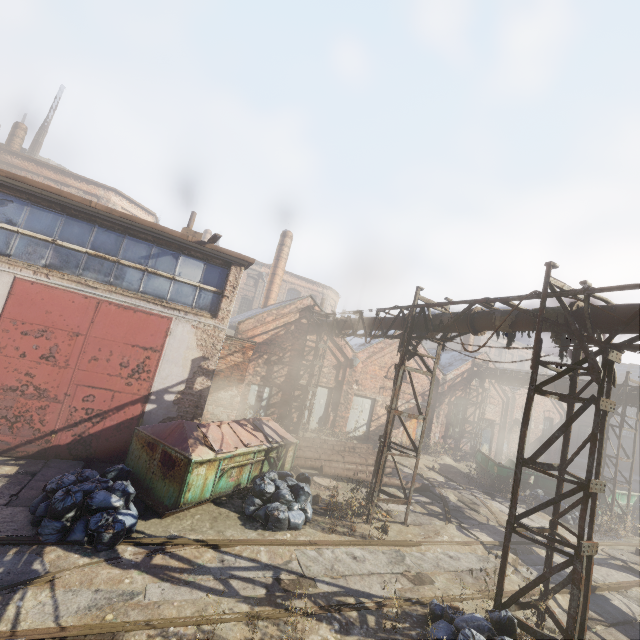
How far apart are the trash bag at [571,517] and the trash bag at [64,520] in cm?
1610

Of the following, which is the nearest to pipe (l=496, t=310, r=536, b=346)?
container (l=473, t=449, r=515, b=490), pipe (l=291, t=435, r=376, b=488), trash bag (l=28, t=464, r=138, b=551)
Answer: container (l=473, t=449, r=515, b=490)

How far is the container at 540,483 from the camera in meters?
15.4

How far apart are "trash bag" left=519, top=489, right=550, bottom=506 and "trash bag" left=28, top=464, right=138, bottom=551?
16.1 meters

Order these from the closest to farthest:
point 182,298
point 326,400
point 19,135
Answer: point 182,298, point 326,400, point 19,135

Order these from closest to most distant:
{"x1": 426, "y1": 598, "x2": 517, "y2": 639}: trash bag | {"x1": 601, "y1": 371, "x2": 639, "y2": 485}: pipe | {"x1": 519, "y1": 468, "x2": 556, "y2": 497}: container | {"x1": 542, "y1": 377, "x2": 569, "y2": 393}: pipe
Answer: {"x1": 426, "y1": 598, "x2": 517, "y2": 639}: trash bag
{"x1": 601, "y1": 371, "x2": 639, "y2": 485}: pipe
{"x1": 519, "y1": 468, "x2": 556, "y2": 497}: container
{"x1": 542, "y1": 377, "x2": 569, "y2": 393}: pipe

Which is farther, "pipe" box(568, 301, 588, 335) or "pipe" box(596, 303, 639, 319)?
"pipe" box(568, 301, 588, 335)

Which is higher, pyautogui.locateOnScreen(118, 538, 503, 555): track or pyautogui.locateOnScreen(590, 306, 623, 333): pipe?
pyautogui.locateOnScreen(590, 306, 623, 333): pipe
